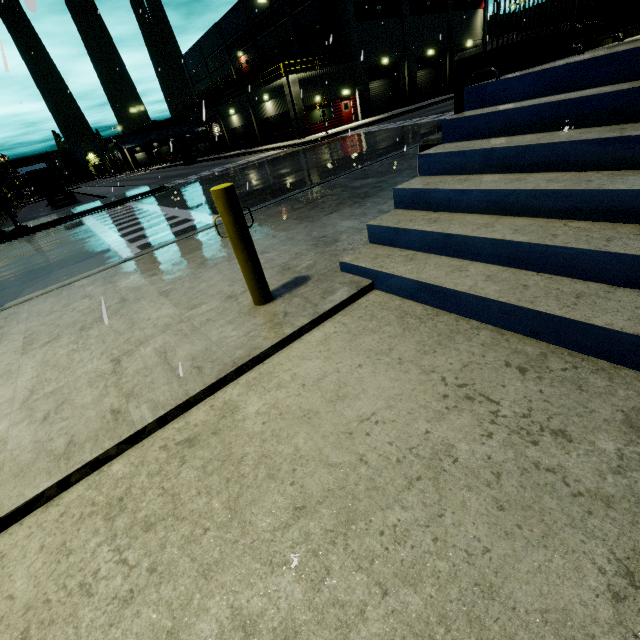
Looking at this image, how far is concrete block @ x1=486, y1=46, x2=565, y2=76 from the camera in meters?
4.6 m

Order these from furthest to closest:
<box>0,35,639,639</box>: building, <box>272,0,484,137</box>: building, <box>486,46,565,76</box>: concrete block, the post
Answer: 1. <box>272,0,484,137</box>: building
2. <box>486,46,565,76</box>: concrete block
3. the post
4. <box>0,35,639,639</box>: building

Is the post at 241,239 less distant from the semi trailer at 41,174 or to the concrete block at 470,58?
the concrete block at 470,58

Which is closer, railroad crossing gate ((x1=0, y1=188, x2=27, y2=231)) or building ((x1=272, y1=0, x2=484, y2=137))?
railroad crossing gate ((x1=0, y1=188, x2=27, y2=231))

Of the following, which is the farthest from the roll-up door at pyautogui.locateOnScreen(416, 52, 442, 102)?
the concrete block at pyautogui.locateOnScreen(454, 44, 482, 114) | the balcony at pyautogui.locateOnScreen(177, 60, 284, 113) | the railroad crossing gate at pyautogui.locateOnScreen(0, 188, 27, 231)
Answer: the railroad crossing gate at pyautogui.locateOnScreen(0, 188, 27, 231)

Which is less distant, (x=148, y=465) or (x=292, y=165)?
(x=148, y=465)

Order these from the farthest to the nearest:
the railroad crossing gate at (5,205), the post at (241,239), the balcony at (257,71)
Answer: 1. the balcony at (257,71)
2. the railroad crossing gate at (5,205)
3. the post at (241,239)

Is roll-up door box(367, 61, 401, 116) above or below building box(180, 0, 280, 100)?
below
